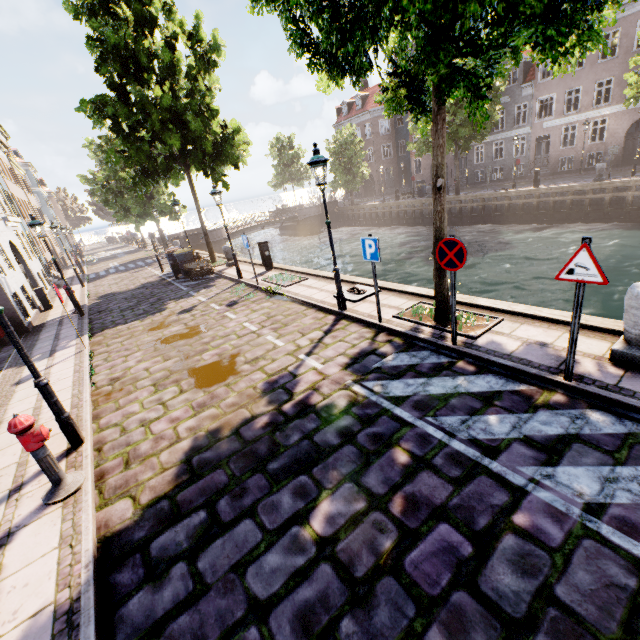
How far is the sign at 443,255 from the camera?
4.9m

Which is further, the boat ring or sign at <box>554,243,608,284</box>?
the boat ring

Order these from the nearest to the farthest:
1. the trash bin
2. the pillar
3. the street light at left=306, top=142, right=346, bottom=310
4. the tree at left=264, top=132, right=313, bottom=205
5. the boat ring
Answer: the pillar
the street light at left=306, top=142, right=346, bottom=310
the boat ring
the trash bin
the tree at left=264, top=132, right=313, bottom=205

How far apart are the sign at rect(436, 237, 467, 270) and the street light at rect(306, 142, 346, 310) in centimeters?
297cm

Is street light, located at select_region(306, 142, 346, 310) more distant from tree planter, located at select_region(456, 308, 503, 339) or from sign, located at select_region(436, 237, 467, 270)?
sign, located at select_region(436, 237, 467, 270)

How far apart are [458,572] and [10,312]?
15.7 meters

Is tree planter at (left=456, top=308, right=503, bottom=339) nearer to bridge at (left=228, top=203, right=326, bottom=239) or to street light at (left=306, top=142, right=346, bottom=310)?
street light at (left=306, top=142, right=346, bottom=310)

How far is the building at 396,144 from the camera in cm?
4112
